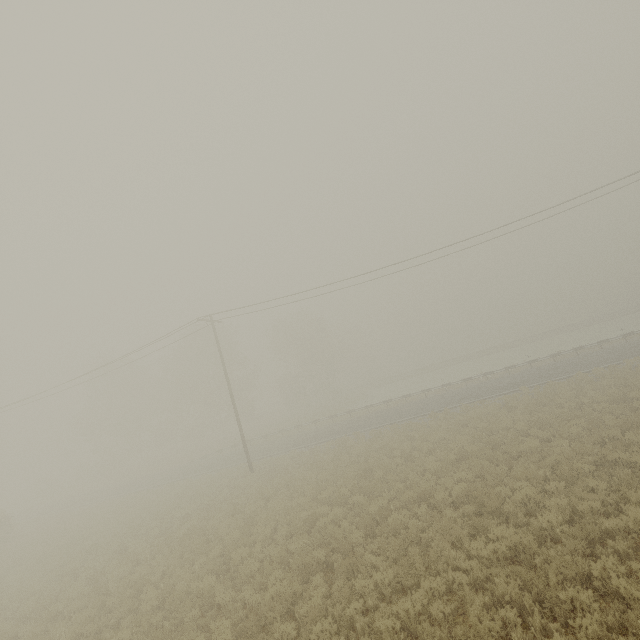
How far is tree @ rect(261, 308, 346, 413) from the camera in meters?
50.6

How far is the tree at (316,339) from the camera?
50.6m

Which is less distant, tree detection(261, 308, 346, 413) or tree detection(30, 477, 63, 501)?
tree detection(30, 477, 63, 501)

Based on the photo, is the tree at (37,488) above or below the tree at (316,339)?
below

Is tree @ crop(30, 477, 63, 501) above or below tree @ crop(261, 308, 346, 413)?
below

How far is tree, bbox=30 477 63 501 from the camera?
47.2 meters

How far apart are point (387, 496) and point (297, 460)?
11.3m
